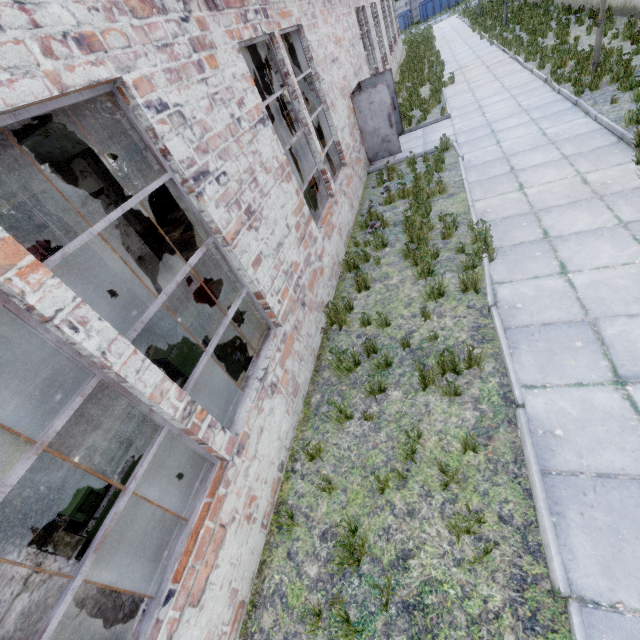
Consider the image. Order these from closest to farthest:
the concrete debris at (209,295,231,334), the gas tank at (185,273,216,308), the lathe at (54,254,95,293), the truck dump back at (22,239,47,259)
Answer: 1. the concrete debris at (209,295,231,334)
2. the gas tank at (185,273,216,308)
3. the lathe at (54,254,95,293)
4. the truck dump back at (22,239,47,259)

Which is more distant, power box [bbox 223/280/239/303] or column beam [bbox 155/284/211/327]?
column beam [bbox 155/284/211/327]

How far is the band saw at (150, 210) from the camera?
15.66m

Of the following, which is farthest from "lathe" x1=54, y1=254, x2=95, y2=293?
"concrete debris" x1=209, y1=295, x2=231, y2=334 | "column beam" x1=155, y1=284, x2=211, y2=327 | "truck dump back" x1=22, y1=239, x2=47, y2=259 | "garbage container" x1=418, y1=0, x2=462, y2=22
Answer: "garbage container" x1=418, y1=0, x2=462, y2=22

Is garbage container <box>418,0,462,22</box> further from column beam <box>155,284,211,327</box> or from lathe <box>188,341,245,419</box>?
lathe <box>188,341,245,419</box>

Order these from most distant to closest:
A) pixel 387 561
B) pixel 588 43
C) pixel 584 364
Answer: pixel 588 43 < pixel 584 364 < pixel 387 561

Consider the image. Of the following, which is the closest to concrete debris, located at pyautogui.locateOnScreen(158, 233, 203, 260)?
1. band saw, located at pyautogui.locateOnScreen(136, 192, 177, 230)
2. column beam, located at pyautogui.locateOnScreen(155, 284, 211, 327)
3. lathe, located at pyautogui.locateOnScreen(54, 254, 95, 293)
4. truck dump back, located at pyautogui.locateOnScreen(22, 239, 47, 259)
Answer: lathe, located at pyautogui.locateOnScreen(54, 254, 95, 293)

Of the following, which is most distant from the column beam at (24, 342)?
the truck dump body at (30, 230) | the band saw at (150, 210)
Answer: the truck dump body at (30, 230)
